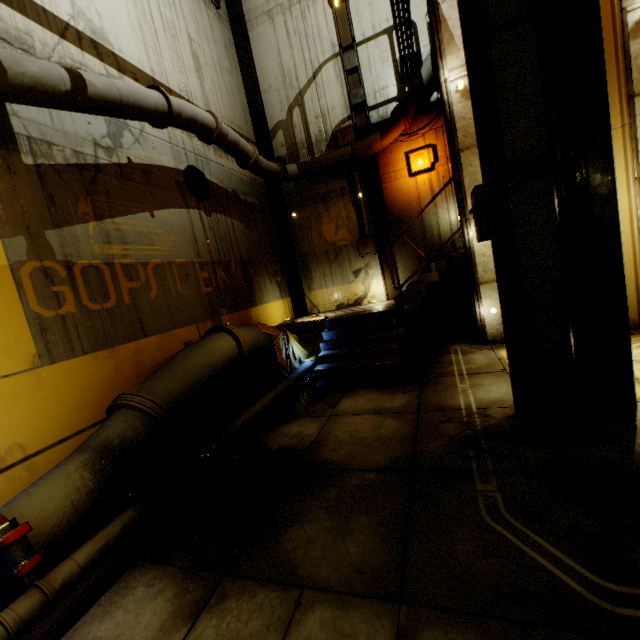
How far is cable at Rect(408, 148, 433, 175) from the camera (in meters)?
9.46

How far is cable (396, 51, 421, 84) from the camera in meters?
9.1

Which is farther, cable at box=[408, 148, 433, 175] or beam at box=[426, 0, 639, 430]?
cable at box=[408, 148, 433, 175]

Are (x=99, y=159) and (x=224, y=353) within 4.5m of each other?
yes

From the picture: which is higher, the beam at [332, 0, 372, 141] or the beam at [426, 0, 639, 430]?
the beam at [332, 0, 372, 141]

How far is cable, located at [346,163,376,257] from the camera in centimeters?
1040cm

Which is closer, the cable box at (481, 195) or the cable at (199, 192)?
the cable box at (481, 195)

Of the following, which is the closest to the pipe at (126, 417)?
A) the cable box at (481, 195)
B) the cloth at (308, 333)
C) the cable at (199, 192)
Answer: the cloth at (308, 333)
